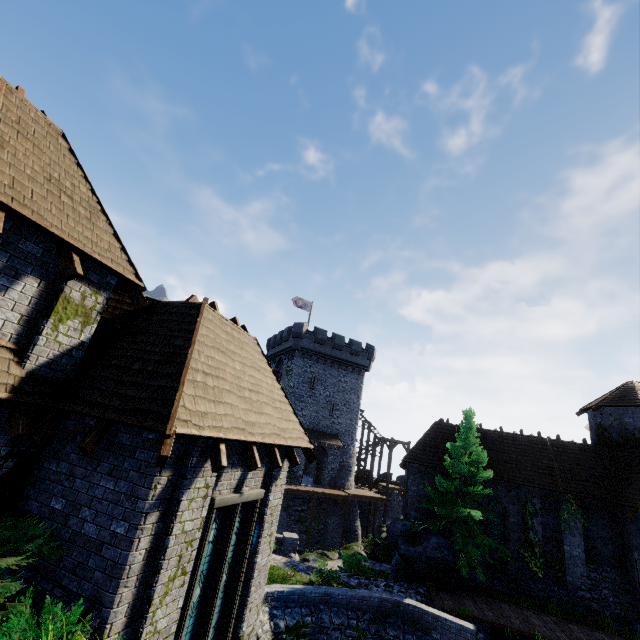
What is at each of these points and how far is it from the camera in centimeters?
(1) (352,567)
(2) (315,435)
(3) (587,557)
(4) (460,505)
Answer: (1) bush, 1928cm
(2) awning, 3559cm
(3) building, 1842cm
(4) tree, 1820cm

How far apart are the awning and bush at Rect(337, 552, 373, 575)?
14.77m

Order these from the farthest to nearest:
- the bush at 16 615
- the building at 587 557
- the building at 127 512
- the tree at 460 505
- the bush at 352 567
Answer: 1. the bush at 352 567
2. the building at 587 557
3. the tree at 460 505
4. the building at 127 512
5. the bush at 16 615

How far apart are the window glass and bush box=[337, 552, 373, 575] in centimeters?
727cm

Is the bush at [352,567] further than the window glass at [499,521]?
No

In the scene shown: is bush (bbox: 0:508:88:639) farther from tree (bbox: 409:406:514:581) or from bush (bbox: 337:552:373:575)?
bush (bbox: 337:552:373:575)

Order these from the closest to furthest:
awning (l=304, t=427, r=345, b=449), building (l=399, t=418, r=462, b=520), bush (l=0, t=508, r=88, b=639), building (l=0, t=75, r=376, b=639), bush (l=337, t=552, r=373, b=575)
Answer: bush (l=0, t=508, r=88, b=639)
building (l=0, t=75, r=376, b=639)
bush (l=337, t=552, r=373, b=575)
building (l=399, t=418, r=462, b=520)
awning (l=304, t=427, r=345, b=449)

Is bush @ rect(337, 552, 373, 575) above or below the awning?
below
